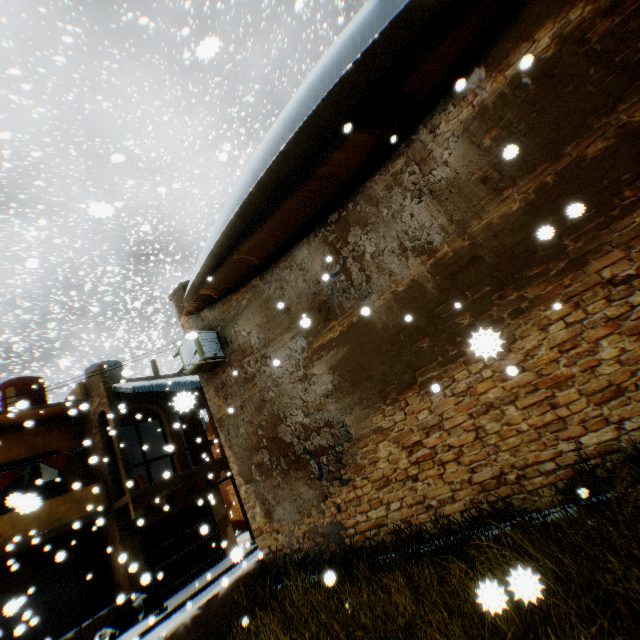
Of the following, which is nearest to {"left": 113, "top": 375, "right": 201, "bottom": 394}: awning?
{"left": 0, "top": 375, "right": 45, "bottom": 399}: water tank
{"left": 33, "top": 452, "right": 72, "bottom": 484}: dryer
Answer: {"left": 33, "top": 452, "right": 72, "bottom": 484}: dryer

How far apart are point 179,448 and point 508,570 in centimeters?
1466cm

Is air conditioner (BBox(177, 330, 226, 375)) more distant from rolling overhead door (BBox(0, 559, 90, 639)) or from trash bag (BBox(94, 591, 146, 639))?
trash bag (BBox(94, 591, 146, 639))

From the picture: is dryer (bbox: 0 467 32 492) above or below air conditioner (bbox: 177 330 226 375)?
above

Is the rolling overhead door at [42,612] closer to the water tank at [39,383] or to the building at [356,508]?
the building at [356,508]

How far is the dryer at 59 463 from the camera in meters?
12.6 m

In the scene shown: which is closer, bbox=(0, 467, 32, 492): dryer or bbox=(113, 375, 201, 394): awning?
bbox=(0, 467, 32, 492): dryer

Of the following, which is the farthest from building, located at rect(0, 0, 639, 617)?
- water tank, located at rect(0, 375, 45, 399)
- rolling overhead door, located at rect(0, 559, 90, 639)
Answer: water tank, located at rect(0, 375, 45, 399)
